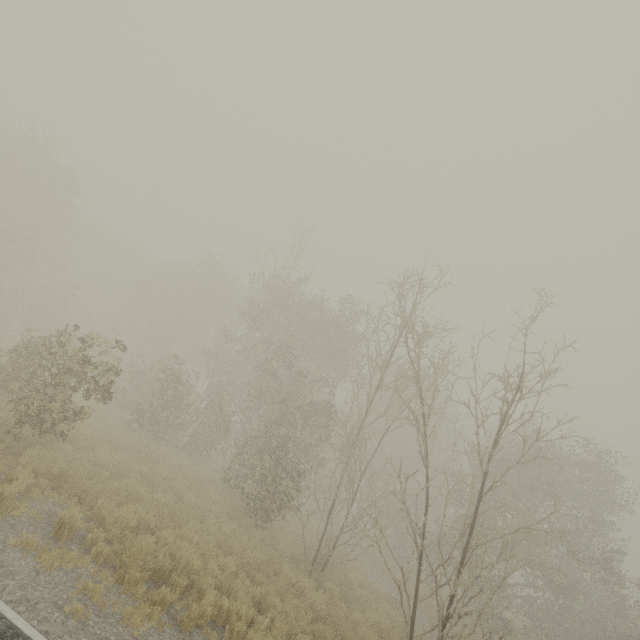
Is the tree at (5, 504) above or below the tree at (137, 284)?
below

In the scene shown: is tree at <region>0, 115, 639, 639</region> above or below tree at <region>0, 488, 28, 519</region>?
above

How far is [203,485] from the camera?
15.29m

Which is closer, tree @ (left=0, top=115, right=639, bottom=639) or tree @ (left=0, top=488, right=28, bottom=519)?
tree @ (left=0, top=488, right=28, bottom=519)

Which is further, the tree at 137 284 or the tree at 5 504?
the tree at 137 284
